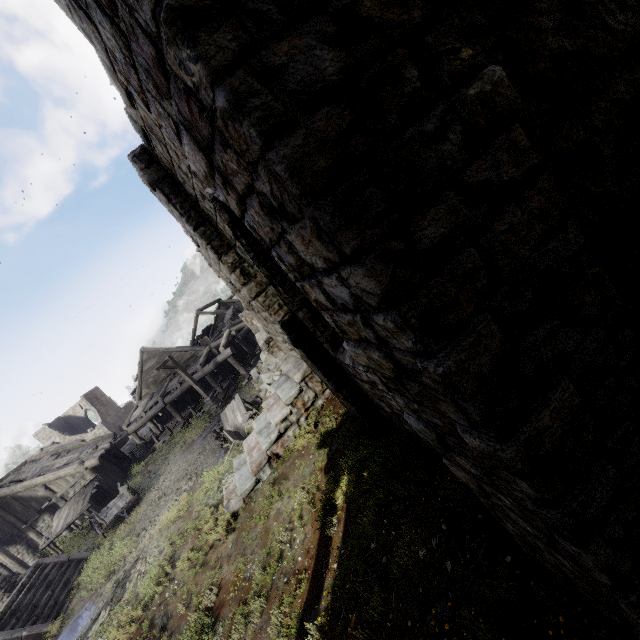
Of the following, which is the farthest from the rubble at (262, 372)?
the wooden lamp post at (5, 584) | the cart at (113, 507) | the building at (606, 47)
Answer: the wooden lamp post at (5, 584)

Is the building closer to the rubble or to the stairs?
the rubble

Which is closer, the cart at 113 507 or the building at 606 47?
the building at 606 47

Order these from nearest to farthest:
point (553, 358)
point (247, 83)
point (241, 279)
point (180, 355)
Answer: point (247, 83) → point (553, 358) → point (241, 279) → point (180, 355)

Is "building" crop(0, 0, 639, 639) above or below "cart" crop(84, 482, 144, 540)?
above

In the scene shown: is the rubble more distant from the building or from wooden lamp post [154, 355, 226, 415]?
wooden lamp post [154, 355, 226, 415]

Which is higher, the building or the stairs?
the building

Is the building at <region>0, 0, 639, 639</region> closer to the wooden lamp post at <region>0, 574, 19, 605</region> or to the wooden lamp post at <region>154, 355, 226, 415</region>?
the wooden lamp post at <region>154, 355, 226, 415</region>
